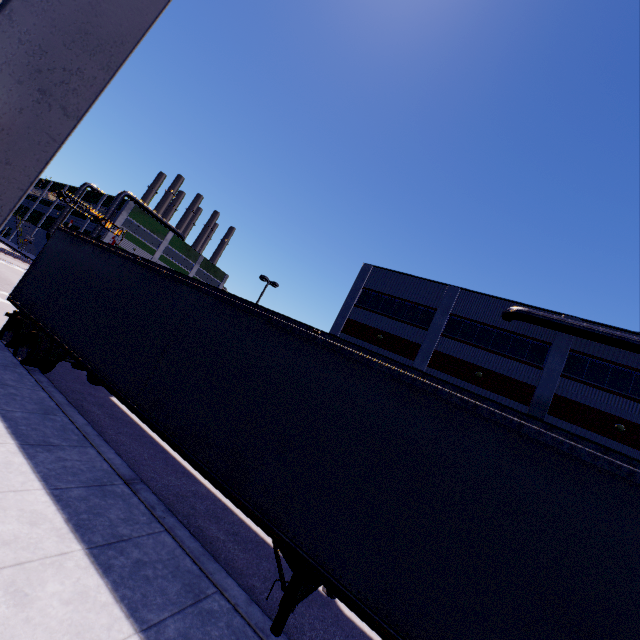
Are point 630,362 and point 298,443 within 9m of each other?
no

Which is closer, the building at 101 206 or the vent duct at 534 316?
the vent duct at 534 316

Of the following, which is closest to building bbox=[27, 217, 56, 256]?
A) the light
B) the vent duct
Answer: the vent duct

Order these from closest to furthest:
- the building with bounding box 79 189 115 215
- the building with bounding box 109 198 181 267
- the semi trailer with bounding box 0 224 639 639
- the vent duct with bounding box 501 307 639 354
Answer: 1. the semi trailer with bounding box 0 224 639 639
2. the vent duct with bounding box 501 307 639 354
3. the building with bounding box 109 198 181 267
4. the building with bounding box 79 189 115 215

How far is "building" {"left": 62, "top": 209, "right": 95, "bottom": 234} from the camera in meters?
53.0

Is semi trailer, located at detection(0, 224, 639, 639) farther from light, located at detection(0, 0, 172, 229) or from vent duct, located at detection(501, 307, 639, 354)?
vent duct, located at detection(501, 307, 639, 354)

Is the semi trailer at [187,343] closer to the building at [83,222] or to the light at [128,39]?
the building at [83,222]
